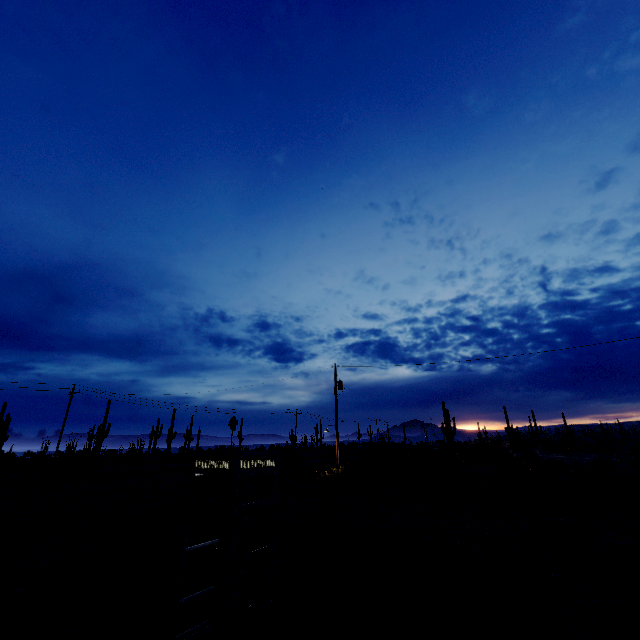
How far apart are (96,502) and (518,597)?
17.8 meters
